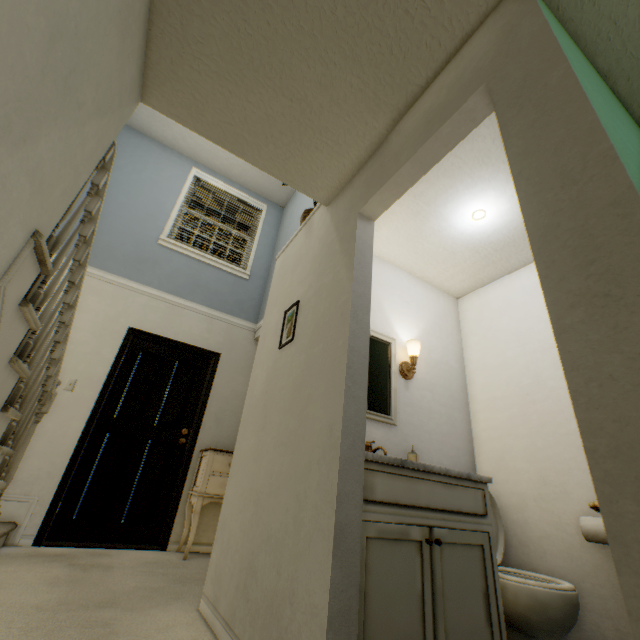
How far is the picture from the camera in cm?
207

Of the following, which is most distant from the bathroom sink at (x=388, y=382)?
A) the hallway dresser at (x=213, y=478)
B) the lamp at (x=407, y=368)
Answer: the hallway dresser at (x=213, y=478)

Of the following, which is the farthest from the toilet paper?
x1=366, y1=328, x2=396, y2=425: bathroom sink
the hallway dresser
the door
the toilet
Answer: the door

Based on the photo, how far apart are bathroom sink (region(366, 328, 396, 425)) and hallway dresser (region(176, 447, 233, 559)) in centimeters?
203cm

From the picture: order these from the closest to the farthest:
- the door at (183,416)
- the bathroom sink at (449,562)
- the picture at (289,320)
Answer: the bathroom sink at (449,562), the picture at (289,320), the door at (183,416)

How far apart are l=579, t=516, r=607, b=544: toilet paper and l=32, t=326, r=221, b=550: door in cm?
349

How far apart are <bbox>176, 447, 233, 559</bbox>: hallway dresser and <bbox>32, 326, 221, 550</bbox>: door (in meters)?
0.08

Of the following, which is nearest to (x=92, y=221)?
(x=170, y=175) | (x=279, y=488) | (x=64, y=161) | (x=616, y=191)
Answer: (x=64, y=161)
